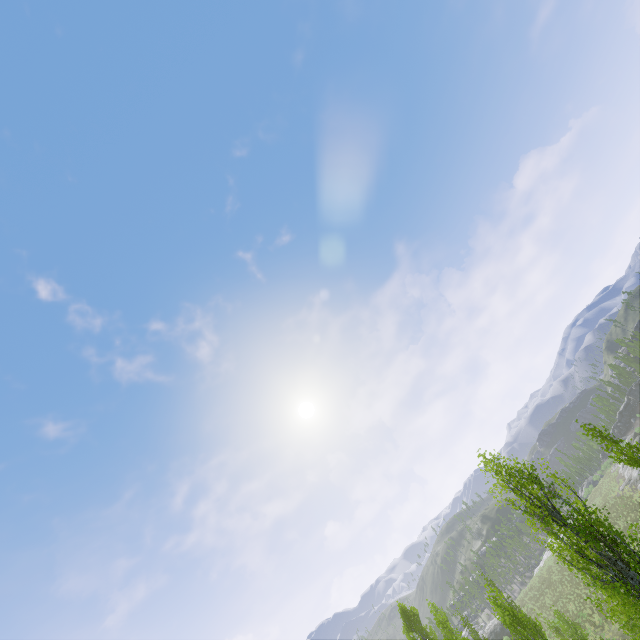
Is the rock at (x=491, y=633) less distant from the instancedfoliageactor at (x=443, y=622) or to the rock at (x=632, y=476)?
the instancedfoliageactor at (x=443, y=622)

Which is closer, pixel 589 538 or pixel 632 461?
pixel 589 538

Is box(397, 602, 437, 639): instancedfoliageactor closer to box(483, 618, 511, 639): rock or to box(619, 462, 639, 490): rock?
box(483, 618, 511, 639): rock

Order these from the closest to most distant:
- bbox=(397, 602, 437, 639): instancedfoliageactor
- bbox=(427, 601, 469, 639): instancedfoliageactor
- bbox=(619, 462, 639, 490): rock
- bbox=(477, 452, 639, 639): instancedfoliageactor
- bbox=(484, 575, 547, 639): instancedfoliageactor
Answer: bbox=(477, 452, 639, 639): instancedfoliageactor, bbox=(484, 575, 547, 639): instancedfoliageactor, bbox=(427, 601, 469, 639): instancedfoliageactor, bbox=(397, 602, 437, 639): instancedfoliageactor, bbox=(619, 462, 639, 490): rock

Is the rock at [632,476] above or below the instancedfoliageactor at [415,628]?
below

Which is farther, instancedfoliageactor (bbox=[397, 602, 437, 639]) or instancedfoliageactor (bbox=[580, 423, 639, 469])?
instancedfoliageactor (bbox=[397, 602, 437, 639])

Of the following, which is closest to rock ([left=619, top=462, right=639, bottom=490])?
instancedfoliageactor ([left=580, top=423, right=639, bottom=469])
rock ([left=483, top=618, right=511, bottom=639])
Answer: instancedfoliageactor ([left=580, top=423, right=639, bottom=469])
